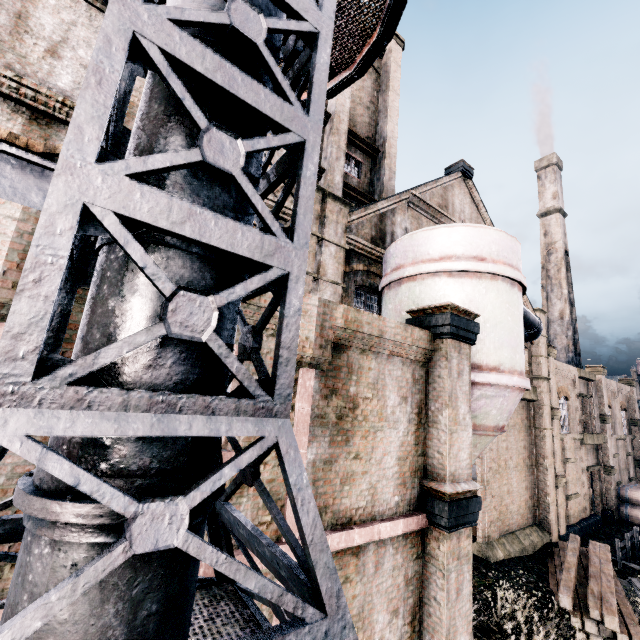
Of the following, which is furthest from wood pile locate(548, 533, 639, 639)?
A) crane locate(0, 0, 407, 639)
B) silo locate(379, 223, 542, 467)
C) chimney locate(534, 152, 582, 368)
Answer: chimney locate(534, 152, 582, 368)

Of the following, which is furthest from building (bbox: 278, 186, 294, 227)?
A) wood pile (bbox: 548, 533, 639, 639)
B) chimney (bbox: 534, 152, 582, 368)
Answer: chimney (bbox: 534, 152, 582, 368)

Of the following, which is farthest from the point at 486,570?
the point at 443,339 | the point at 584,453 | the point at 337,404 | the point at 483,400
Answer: the point at 584,453

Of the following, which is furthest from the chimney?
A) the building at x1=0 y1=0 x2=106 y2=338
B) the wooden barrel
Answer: the wooden barrel

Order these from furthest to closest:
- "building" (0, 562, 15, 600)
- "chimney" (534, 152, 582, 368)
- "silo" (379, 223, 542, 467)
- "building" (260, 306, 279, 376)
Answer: "chimney" (534, 152, 582, 368) → "silo" (379, 223, 542, 467) → "building" (260, 306, 279, 376) → "building" (0, 562, 15, 600)

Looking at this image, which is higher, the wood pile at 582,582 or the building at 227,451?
the building at 227,451

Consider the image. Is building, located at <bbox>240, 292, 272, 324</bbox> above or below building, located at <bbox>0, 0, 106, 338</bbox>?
below

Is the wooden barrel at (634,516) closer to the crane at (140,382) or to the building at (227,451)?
the building at (227,451)
